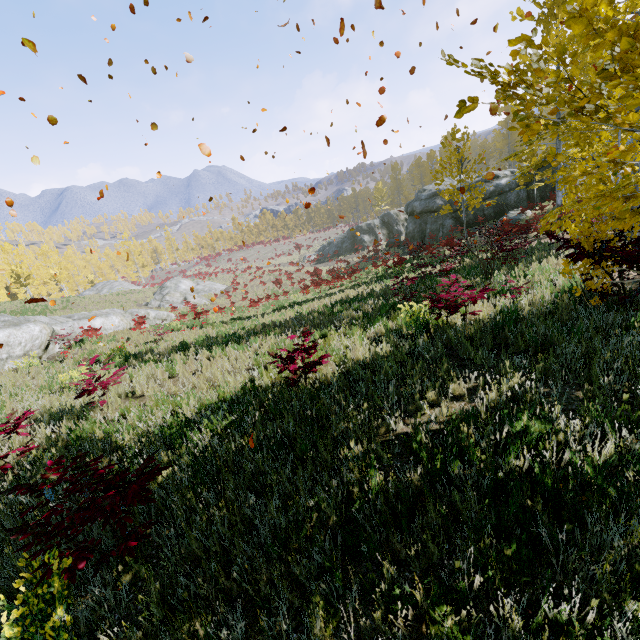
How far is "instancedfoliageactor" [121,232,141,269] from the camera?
58.34m

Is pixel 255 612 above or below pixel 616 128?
below

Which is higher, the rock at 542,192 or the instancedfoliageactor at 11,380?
the rock at 542,192

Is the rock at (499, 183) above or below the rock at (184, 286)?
above

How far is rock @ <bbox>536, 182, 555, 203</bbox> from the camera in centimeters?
2522cm

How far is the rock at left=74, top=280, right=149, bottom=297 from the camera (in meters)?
37.25

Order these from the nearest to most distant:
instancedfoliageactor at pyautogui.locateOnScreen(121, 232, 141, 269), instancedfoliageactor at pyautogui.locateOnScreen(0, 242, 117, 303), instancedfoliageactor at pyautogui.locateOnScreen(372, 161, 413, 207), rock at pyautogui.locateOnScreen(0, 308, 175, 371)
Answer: rock at pyautogui.locateOnScreen(0, 308, 175, 371), instancedfoliageactor at pyautogui.locateOnScreen(0, 242, 117, 303), instancedfoliageactor at pyautogui.locateOnScreen(372, 161, 413, 207), instancedfoliageactor at pyautogui.locateOnScreen(121, 232, 141, 269)

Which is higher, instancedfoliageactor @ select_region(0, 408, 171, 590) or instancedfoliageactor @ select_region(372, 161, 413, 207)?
instancedfoliageactor @ select_region(372, 161, 413, 207)
